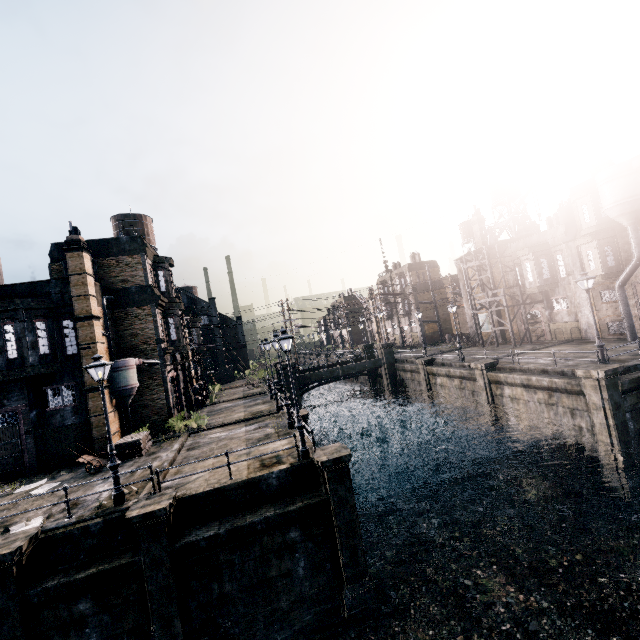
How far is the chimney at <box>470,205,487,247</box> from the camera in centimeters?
4038cm

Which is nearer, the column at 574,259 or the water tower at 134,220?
the column at 574,259

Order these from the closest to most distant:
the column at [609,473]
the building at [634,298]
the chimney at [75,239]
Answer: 1. the column at [609,473]
2. the chimney at [75,239]
3. the building at [634,298]

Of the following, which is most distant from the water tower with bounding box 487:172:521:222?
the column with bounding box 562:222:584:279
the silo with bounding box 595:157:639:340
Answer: the silo with bounding box 595:157:639:340

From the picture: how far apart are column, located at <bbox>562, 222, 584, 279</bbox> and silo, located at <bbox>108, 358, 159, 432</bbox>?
37.65m

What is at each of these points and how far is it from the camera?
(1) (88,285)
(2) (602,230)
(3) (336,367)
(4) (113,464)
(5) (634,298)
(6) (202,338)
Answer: (1) column, 21.02m
(2) building, 27.61m
(3) column, 39.31m
(4) street light, 12.47m
(5) building, 26.27m
(6) building, 45.75m

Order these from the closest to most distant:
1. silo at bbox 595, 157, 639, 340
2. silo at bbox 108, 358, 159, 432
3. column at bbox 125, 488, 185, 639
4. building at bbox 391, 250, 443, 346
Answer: column at bbox 125, 488, 185, 639 < silo at bbox 108, 358, 159, 432 < silo at bbox 595, 157, 639, 340 < building at bbox 391, 250, 443, 346

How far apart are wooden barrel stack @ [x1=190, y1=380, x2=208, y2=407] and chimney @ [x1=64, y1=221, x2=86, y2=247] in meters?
17.9
